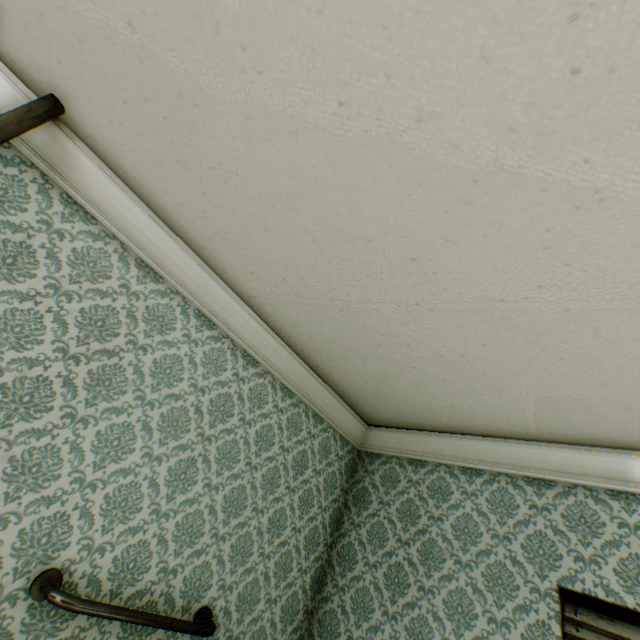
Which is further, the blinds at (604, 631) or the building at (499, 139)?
the blinds at (604, 631)

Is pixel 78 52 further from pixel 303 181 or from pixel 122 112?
pixel 303 181

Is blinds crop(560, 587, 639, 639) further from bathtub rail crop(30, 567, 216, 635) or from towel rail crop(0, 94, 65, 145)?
towel rail crop(0, 94, 65, 145)

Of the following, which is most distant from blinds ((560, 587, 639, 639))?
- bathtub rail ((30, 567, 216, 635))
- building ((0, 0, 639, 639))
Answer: bathtub rail ((30, 567, 216, 635))

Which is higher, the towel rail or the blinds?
the towel rail

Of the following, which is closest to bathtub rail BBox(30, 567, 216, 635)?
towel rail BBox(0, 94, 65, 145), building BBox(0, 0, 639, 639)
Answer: building BBox(0, 0, 639, 639)

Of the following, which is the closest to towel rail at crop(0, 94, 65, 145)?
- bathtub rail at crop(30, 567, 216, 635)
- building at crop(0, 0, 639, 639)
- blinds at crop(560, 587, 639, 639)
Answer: building at crop(0, 0, 639, 639)

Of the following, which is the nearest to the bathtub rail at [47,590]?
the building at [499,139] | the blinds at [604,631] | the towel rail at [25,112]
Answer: the building at [499,139]
